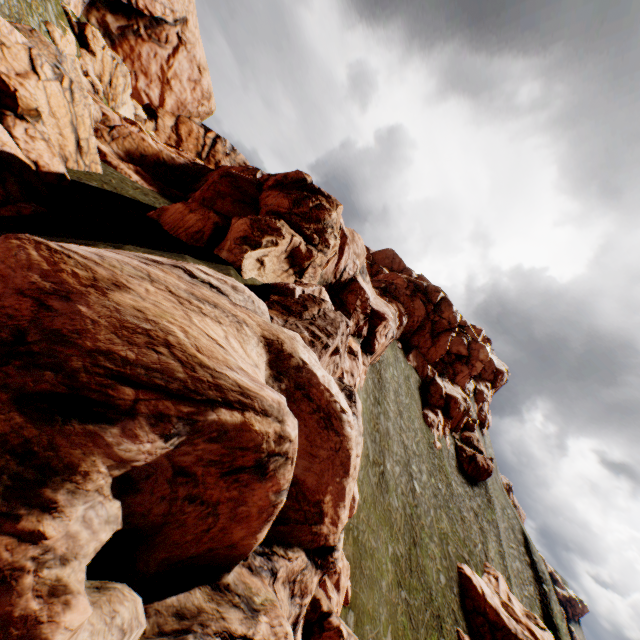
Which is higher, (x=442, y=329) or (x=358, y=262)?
(x=442, y=329)

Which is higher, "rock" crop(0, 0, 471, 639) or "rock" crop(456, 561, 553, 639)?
"rock" crop(0, 0, 471, 639)

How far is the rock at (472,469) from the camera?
52.22m

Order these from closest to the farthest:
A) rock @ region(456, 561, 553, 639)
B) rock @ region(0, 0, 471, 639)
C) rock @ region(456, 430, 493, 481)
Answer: rock @ region(0, 0, 471, 639)
rock @ region(456, 561, 553, 639)
rock @ region(456, 430, 493, 481)

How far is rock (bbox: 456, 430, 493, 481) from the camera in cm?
5222

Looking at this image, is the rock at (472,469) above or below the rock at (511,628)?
above

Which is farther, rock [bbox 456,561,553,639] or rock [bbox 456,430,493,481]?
rock [bbox 456,430,493,481]
